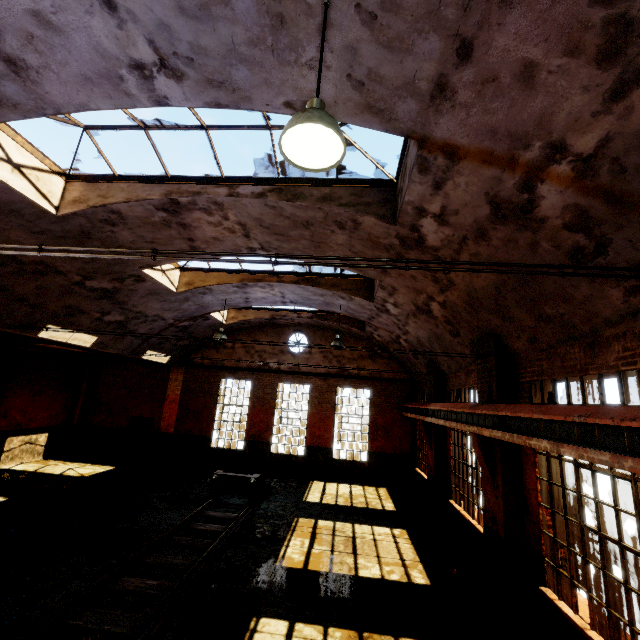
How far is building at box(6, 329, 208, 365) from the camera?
10.07m

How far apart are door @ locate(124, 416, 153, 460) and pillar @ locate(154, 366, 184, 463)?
0.4m

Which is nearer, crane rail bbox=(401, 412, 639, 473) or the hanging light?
the hanging light

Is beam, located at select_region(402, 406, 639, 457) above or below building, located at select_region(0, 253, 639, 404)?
below

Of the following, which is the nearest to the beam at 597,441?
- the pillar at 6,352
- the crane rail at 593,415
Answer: the crane rail at 593,415

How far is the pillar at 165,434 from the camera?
16.7m

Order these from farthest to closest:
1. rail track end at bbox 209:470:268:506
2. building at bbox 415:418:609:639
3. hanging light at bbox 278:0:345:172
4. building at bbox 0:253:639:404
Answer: rail track end at bbox 209:470:268:506 → building at bbox 415:418:609:639 → building at bbox 0:253:639:404 → hanging light at bbox 278:0:345:172

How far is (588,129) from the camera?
3.03m
